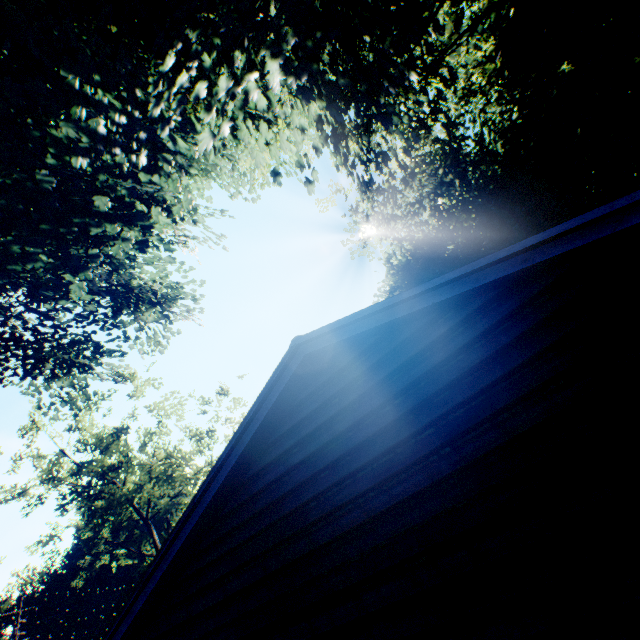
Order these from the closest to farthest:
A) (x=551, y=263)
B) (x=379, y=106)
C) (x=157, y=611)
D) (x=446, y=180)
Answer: (x=551, y=263)
(x=157, y=611)
(x=379, y=106)
(x=446, y=180)

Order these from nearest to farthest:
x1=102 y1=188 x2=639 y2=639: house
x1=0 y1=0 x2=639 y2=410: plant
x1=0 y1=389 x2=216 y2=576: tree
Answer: x1=102 y1=188 x2=639 y2=639: house
x1=0 y1=0 x2=639 y2=410: plant
x1=0 y1=389 x2=216 y2=576: tree

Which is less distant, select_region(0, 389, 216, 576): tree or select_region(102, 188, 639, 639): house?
select_region(102, 188, 639, 639): house

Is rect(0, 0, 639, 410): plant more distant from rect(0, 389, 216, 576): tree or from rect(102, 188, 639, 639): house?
rect(0, 389, 216, 576): tree

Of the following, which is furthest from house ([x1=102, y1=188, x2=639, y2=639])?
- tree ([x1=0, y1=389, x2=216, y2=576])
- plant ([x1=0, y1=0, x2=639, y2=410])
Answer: tree ([x1=0, y1=389, x2=216, y2=576])

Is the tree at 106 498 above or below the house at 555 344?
above

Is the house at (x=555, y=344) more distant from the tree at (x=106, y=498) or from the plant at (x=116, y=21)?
the tree at (x=106, y=498)
